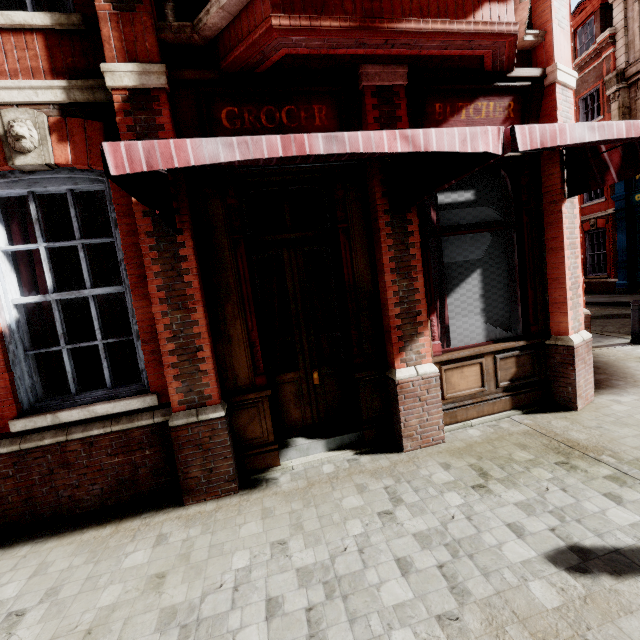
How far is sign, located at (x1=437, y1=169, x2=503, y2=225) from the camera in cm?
431

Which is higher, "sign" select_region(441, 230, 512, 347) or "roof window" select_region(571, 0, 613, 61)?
"roof window" select_region(571, 0, 613, 61)

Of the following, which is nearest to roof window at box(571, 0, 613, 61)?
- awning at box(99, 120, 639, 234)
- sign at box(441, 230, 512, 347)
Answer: awning at box(99, 120, 639, 234)

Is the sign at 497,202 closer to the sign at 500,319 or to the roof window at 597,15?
the sign at 500,319

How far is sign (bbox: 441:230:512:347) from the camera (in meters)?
4.40

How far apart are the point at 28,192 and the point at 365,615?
4.9m

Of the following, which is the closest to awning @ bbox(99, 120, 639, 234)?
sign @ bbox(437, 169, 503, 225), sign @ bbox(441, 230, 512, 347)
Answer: sign @ bbox(437, 169, 503, 225)

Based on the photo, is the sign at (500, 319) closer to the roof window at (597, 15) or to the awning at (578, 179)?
the awning at (578, 179)
